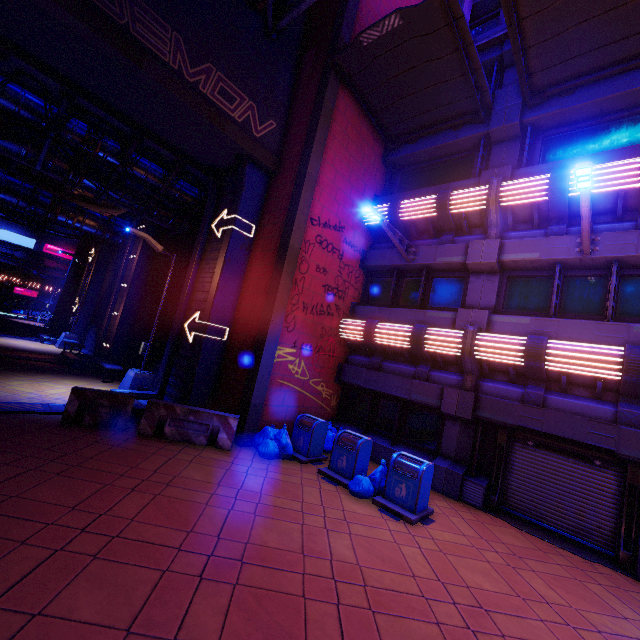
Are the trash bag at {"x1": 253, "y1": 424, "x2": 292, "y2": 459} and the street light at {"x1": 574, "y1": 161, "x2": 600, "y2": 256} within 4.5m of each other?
no

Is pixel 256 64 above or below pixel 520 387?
above

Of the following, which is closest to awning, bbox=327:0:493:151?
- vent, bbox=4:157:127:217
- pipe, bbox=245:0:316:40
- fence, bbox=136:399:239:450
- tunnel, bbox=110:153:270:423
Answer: pipe, bbox=245:0:316:40

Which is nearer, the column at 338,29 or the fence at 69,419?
the fence at 69,419

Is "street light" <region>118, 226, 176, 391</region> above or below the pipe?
below

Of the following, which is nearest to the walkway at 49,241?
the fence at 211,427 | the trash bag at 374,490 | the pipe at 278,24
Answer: the pipe at 278,24

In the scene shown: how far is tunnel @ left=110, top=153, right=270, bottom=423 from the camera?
10.7 meters

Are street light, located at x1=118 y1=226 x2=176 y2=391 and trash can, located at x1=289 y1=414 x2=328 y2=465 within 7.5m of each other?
yes
